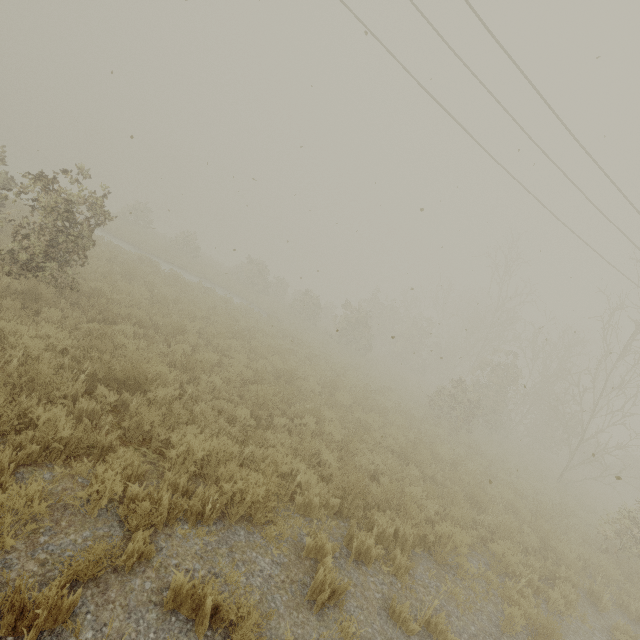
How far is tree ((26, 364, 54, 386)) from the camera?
4.55m

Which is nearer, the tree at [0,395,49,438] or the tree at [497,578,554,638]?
the tree at [0,395,49,438]

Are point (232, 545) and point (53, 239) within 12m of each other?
yes

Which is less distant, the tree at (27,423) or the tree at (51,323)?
the tree at (27,423)

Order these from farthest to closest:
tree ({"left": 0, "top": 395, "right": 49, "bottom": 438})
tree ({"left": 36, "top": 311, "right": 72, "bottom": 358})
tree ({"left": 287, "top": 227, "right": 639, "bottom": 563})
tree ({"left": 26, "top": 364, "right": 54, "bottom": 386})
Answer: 1. tree ({"left": 287, "top": 227, "right": 639, "bottom": 563})
2. tree ({"left": 36, "top": 311, "right": 72, "bottom": 358})
3. tree ({"left": 26, "top": 364, "right": 54, "bottom": 386})
4. tree ({"left": 0, "top": 395, "right": 49, "bottom": 438})
